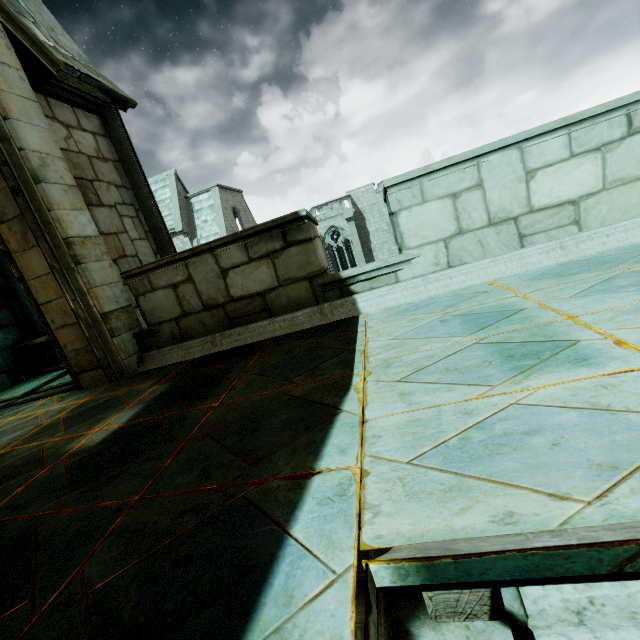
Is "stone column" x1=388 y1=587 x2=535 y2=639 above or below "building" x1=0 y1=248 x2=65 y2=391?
below

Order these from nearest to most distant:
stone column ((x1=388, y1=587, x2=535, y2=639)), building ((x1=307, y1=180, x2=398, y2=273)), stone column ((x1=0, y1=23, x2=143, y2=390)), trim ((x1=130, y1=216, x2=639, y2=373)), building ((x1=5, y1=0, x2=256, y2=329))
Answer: stone column ((x1=388, y1=587, x2=535, y2=639)) < trim ((x1=130, y1=216, x2=639, y2=373)) < stone column ((x1=0, y1=23, x2=143, y2=390)) < building ((x1=5, y1=0, x2=256, y2=329)) < building ((x1=307, y1=180, x2=398, y2=273))

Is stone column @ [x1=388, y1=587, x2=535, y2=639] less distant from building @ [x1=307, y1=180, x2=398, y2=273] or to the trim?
the trim

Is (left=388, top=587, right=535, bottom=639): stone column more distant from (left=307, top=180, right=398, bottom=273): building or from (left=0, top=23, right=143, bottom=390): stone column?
(left=307, top=180, right=398, bottom=273): building

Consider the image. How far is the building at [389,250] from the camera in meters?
27.7

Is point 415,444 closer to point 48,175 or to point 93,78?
point 48,175

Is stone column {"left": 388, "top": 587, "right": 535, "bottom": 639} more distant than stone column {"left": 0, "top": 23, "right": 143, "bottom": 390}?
No

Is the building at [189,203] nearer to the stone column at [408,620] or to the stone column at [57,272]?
the stone column at [57,272]
